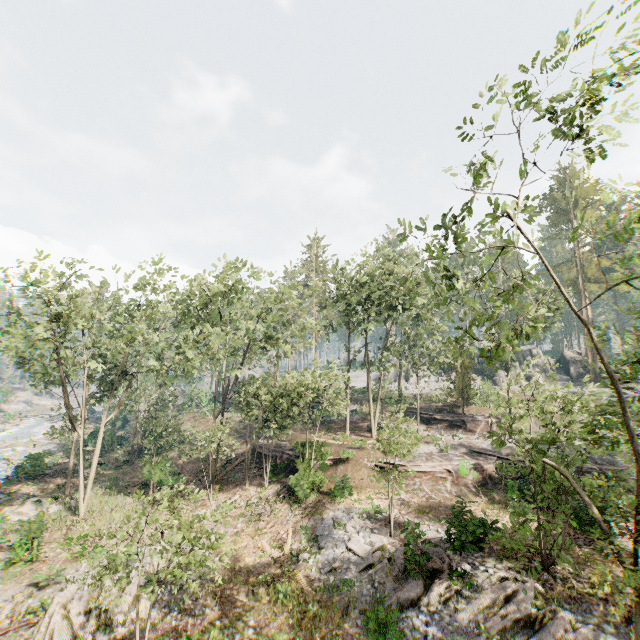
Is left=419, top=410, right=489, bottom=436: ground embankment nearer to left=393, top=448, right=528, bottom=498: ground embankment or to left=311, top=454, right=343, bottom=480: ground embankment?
left=393, top=448, right=528, bottom=498: ground embankment

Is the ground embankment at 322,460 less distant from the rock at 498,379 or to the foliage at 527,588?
the foliage at 527,588

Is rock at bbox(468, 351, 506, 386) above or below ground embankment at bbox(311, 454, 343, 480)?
above

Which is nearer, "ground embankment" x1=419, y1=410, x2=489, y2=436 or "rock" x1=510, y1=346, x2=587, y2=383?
"ground embankment" x1=419, y1=410, x2=489, y2=436

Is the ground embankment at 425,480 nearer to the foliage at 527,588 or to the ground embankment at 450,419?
the foliage at 527,588

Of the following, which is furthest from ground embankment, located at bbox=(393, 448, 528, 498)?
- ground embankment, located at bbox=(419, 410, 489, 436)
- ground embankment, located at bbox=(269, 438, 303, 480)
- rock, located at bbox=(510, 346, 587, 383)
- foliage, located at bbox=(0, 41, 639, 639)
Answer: rock, located at bbox=(510, 346, 587, 383)

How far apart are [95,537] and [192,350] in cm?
1301

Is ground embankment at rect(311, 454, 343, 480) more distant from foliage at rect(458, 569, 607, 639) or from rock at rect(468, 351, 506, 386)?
rock at rect(468, 351, 506, 386)
